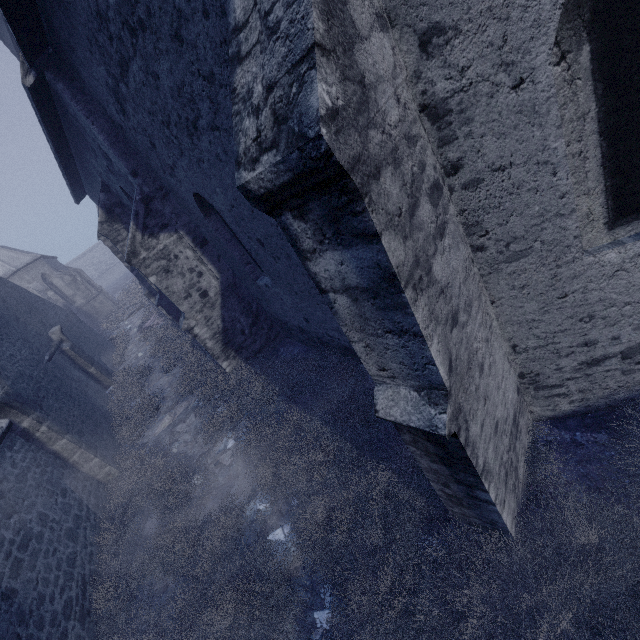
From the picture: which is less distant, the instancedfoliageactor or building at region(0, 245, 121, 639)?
the instancedfoliageactor

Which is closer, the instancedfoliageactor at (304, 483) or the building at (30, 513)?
the instancedfoliageactor at (304, 483)

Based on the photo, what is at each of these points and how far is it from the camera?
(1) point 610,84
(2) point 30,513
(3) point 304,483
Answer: (1) building, 2.0m
(2) building, 5.4m
(3) instancedfoliageactor, 4.7m

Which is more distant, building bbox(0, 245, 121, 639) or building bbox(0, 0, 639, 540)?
building bbox(0, 245, 121, 639)

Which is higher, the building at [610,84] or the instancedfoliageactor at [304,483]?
the building at [610,84]

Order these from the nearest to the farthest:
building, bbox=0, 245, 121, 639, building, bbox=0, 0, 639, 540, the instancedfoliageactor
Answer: building, bbox=0, 0, 639, 540 < the instancedfoliageactor < building, bbox=0, 245, 121, 639

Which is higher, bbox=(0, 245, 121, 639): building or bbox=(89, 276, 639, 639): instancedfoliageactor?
bbox=(0, 245, 121, 639): building
